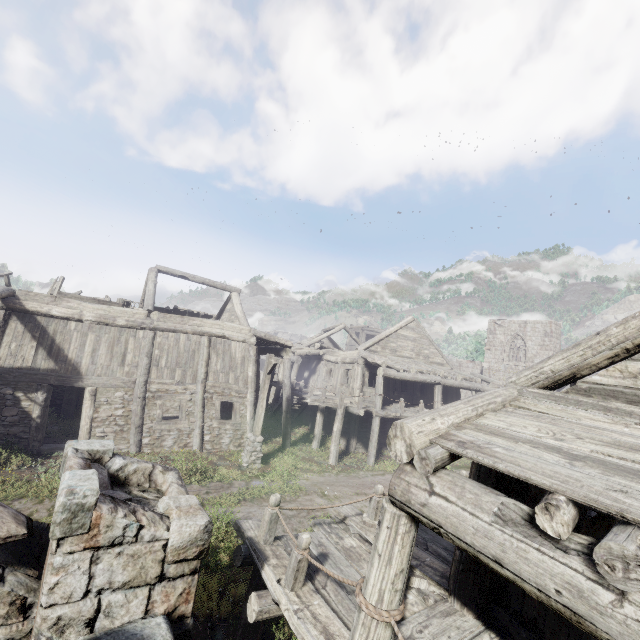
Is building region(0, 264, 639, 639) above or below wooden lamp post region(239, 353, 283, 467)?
above

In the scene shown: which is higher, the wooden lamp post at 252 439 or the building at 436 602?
the building at 436 602

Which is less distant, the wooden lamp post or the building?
the building

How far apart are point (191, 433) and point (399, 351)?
13.8 meters

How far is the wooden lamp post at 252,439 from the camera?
13.50m

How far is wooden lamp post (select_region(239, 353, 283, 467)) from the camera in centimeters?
1350cm
